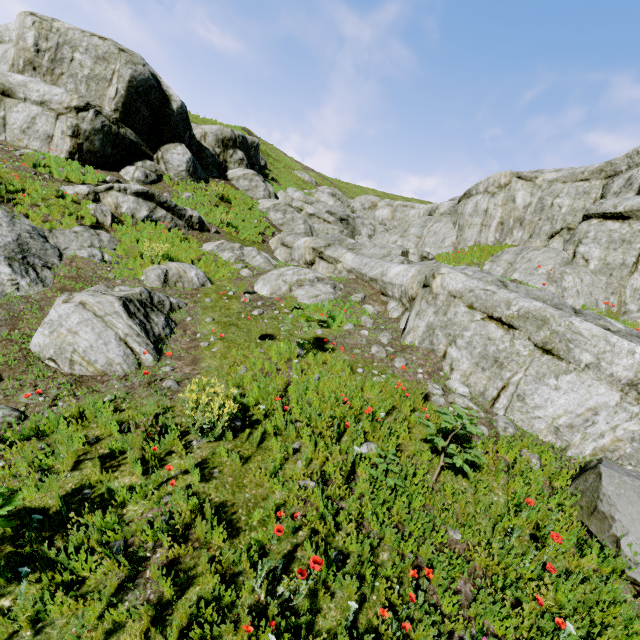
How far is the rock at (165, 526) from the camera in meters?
3.2

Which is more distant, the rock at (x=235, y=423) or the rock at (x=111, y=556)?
the rock at (x=235, y=423)

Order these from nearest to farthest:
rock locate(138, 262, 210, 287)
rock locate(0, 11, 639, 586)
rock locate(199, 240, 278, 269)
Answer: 1. rock locate(0, 11, 639, 586)
2. rock locate(138, 262, 210, 287)
3. rock locate(199, 240, 278, 269)

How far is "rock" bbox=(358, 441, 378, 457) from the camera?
4.6 meters

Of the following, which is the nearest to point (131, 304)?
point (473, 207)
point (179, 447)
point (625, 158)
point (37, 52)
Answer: point (179, 447)

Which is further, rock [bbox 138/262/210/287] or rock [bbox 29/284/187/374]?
rock [bbox 138/262/210/287]

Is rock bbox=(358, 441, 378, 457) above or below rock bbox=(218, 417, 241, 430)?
above
